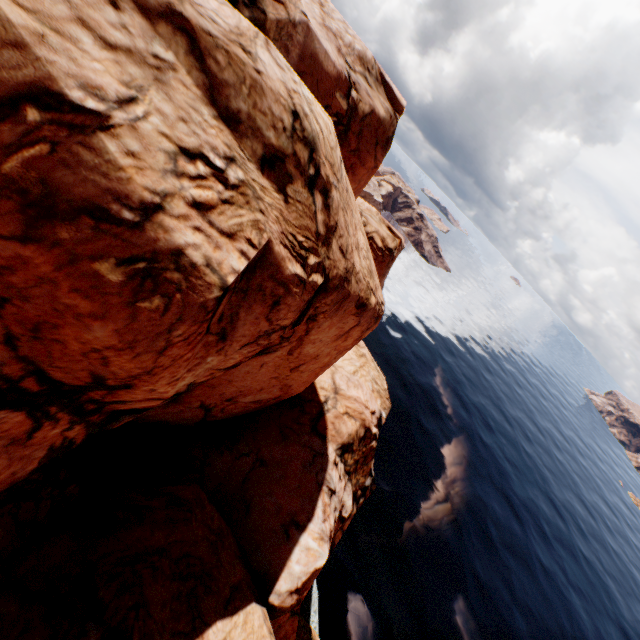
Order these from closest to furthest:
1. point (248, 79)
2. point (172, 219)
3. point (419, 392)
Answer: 1. point (172, 219)
2. point (248, 79)
3. point (419, 392)
